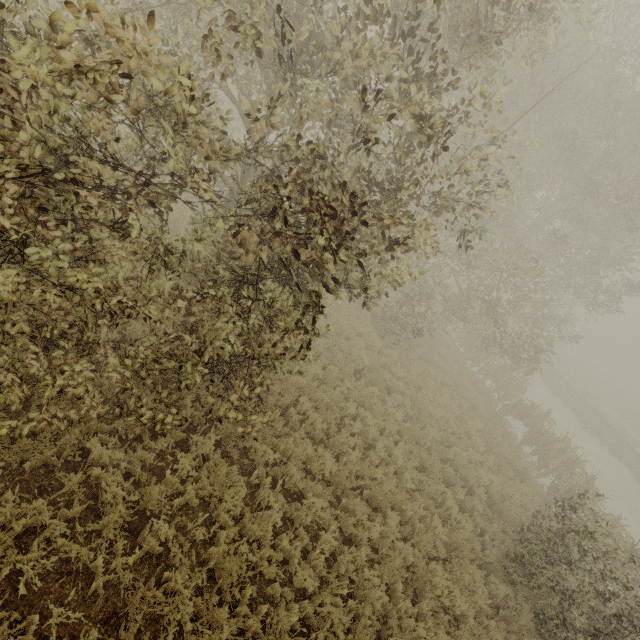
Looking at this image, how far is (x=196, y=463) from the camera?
6.11m
